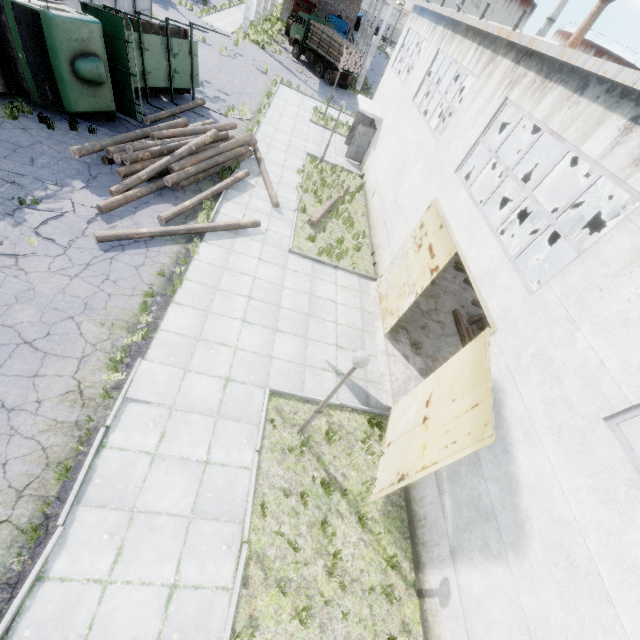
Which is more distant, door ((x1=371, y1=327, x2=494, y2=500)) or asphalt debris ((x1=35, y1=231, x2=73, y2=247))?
asphalt debris ((x1=35, y1=231, x2=73, y2=247))

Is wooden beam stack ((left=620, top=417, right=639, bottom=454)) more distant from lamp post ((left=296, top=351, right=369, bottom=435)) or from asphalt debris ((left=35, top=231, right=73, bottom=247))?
asphalt debris ((left=35, top=231, right=73, bottom=247))

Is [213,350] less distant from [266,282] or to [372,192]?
[266,282]

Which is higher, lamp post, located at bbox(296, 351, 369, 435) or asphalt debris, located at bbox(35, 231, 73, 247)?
lamp post, located at bbox(296, 351, 369, 435)

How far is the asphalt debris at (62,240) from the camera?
8.72m

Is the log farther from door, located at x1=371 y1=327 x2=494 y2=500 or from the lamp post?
door, located at x1=371 y1=327 x2=494 y2=500

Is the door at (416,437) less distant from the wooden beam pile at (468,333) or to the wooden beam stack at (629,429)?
the wooden beam pile at (468,333)

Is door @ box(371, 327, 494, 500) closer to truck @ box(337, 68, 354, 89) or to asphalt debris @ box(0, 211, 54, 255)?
asphalt debris @ box(0, 211, 54, 255)
